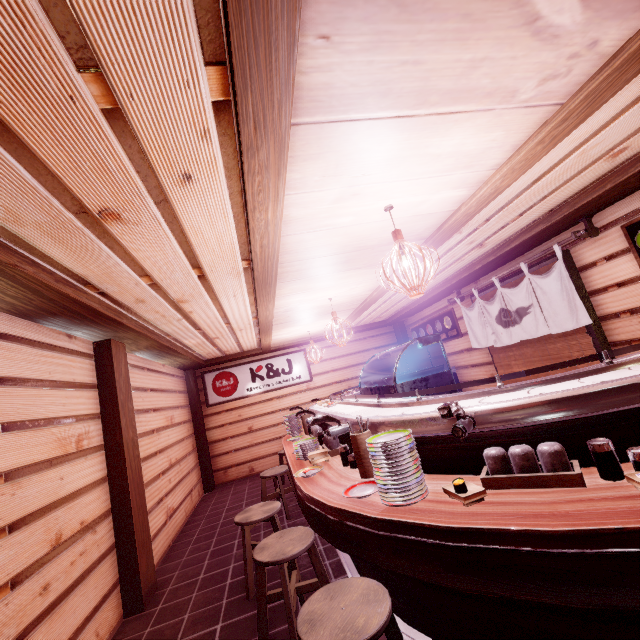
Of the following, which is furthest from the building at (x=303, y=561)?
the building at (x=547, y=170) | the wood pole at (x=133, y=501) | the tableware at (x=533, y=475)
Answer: the tableware at (x=533, y=475)

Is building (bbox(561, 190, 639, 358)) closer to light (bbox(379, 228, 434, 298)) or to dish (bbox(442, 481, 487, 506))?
dish (bbox(442, 481, 487, 506))

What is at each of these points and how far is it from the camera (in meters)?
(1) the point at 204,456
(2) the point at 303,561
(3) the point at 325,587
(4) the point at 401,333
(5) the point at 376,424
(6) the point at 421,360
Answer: (1) wood pole, 13.54
(2) building, 6.16
(3) chair, 3.33
(4) wood pole, 16.27
(5) table, 4.39
(6) building, 15.48

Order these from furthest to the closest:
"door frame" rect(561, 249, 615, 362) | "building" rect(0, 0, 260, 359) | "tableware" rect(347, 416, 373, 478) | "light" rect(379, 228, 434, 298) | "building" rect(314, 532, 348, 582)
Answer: "door frame" rect(561, 249, 615, 362) < "building" rect(314, 532, 348, 582) < "tableware" rect(347, 416, 373, 478) < "light" rect(379, 228, 434, 298) < "building" rect(0, 0, 260, 359)

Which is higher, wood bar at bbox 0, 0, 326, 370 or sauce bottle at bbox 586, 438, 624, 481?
wood bar at bbox 0, 0, 326, 370

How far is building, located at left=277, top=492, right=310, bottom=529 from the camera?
7.9 meters

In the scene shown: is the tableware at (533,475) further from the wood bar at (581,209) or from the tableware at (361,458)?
the wood bar at (581,209)

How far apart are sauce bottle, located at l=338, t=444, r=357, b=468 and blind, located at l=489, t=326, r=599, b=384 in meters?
6.1 m
